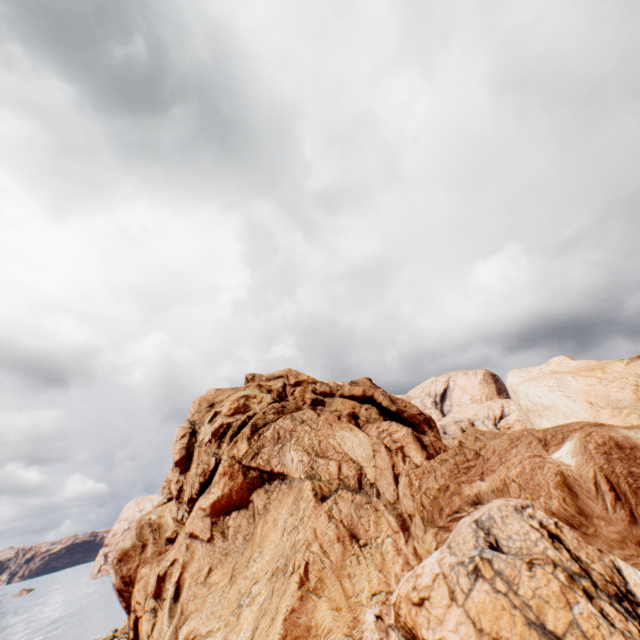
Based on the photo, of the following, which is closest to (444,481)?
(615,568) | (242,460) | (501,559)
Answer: (501,559)
